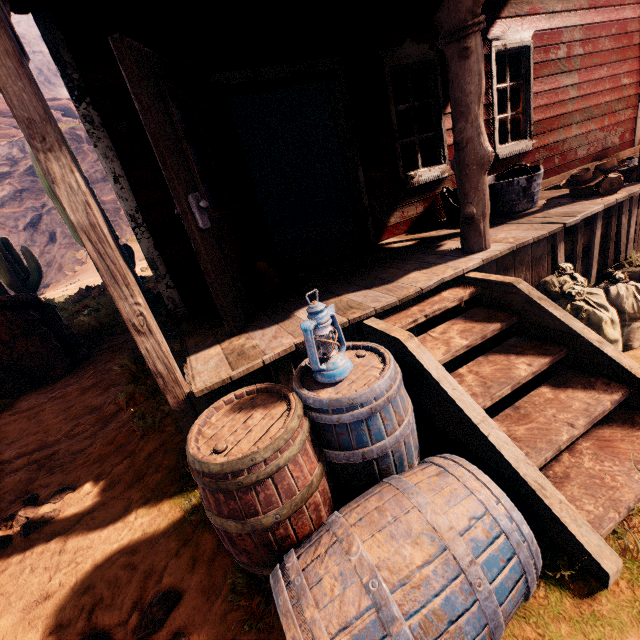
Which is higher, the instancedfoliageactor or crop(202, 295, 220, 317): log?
the instancedfoliageactor

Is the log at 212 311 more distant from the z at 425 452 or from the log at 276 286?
the z at 425 452

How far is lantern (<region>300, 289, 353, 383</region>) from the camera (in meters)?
1.70

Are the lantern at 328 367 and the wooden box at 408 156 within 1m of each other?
no

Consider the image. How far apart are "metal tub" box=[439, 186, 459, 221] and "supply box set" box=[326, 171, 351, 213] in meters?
6.3 m

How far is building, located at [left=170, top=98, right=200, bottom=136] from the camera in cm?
335

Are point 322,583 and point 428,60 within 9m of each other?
yes

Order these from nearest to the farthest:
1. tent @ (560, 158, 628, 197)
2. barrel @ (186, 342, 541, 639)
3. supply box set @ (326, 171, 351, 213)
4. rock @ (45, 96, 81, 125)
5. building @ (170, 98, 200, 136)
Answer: barrel @ (186, 342, 541, 639) < building @ (170, 98, 200, 136) < tent @ (560, 158, 628, 197) < supply box set @ (326, 171, 351, 213) < rock @ (45, 96, 81, 125)
